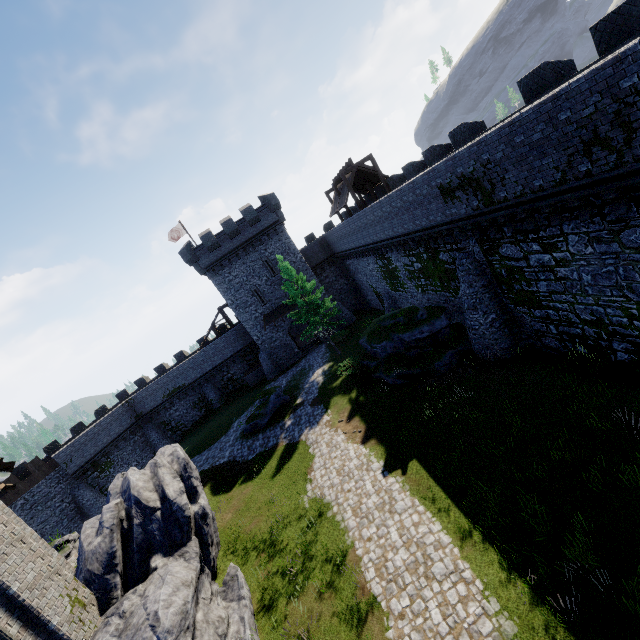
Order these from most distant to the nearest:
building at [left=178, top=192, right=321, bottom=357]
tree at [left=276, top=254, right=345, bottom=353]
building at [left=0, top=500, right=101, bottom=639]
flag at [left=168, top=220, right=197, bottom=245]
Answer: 1. flag at [left=168, top=220, right=197, bottom=245]
2. building at [left=178, top=192, right=321, bottom=357]
3. tree at [left=276, top=254, right=345, bottom=353]
4. building at [left=0, top=500, right=101, bottom=639]

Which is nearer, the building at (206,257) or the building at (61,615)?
the building at (61,615)

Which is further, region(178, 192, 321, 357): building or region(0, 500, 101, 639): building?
region(178, 192, 321, 357): building

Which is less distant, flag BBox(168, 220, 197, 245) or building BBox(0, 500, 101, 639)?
building BBox(0, 500, 101, 639)

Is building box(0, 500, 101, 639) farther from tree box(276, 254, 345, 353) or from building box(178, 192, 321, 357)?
building box(178, 192, 321, 357)

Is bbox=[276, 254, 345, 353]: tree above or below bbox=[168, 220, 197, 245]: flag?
below

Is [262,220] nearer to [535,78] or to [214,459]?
[214,459]

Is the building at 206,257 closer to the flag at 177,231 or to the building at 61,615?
the flag at 177,231
